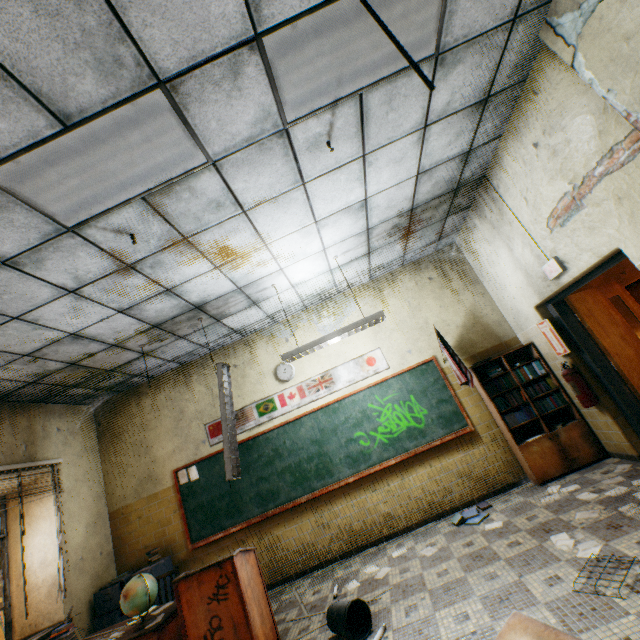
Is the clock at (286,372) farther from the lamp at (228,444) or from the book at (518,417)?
the book at (518,417)

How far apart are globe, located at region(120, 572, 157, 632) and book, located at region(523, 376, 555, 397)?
5.0m

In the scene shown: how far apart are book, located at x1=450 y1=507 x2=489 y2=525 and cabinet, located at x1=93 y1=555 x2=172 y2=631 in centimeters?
488cm

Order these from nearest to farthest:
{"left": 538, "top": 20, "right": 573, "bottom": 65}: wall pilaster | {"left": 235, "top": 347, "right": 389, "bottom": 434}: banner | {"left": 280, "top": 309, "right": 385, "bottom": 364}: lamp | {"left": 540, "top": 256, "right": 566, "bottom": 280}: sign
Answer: {"left": 538, "top": 20, "right": 573, "bottom": 65}: wall pilaster → {"left": 540, "top": 256, "right": 566, "bottom": 280}: sign → {"left": 280, "top": 309, "right": 385, "bottom": 364}: lamp → {"left": 235, "top": 347, "right": 389, "bottom": 434}: banner

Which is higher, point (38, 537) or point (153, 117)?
point (153, 117)

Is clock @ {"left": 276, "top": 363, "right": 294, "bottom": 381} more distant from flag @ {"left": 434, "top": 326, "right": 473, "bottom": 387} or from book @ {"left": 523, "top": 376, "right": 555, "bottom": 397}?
book @ {"left": 523, "top": 376, "right": 555, "bottom": 397}

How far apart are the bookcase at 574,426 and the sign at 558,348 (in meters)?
0.39

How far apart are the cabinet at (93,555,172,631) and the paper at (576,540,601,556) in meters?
5.7 m
